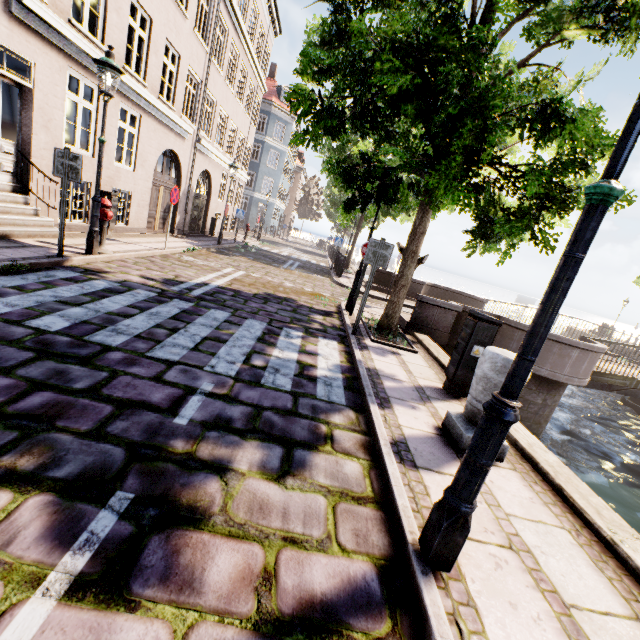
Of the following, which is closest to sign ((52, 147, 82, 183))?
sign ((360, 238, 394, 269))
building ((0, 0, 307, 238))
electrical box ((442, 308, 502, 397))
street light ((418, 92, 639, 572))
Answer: sign ((360, 238, 394, 269))

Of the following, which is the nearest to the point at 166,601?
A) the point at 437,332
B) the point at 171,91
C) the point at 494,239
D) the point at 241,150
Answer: the point at 437,332

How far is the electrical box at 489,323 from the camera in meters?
4.6

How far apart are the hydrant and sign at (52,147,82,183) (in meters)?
1.27

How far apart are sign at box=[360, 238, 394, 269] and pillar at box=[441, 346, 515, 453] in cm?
303

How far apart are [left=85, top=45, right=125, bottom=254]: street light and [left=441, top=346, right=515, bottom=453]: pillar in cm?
761

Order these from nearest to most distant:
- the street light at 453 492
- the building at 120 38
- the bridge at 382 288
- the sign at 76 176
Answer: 1. the street light at 453 492
2. the sign at 76 176
3. the building at 120 38
4. the bridge at 382 288

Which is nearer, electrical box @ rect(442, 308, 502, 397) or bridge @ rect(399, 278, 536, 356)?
electrical box @ rect(442, 308, 502, 397)
